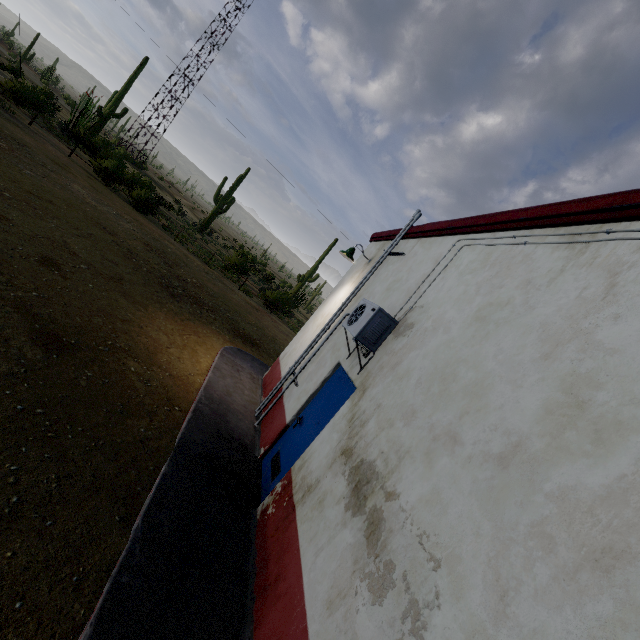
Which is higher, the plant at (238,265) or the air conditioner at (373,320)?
the air conditioner at (373,320)

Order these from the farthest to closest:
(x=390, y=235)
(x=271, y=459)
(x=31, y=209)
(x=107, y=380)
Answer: (x=31, y=209)
(x=390, y=235)
(x=271, y=459)
(x=107, y=380)

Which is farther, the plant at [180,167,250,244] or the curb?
the plant at [180,167,250,244]

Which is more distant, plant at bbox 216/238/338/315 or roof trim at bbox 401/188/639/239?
plant at bbox 216/238/338/315

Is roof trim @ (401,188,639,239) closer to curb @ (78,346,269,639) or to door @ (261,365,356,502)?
door @ (261,365,356,502)

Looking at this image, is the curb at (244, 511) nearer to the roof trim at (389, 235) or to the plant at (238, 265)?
the roof trim at (389, 235)

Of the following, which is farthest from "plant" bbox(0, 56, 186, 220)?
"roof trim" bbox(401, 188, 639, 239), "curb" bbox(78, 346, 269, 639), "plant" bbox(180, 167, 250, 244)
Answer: "roof trim" bbox(401, 188, 639, 239)

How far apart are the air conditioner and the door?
0.2m
